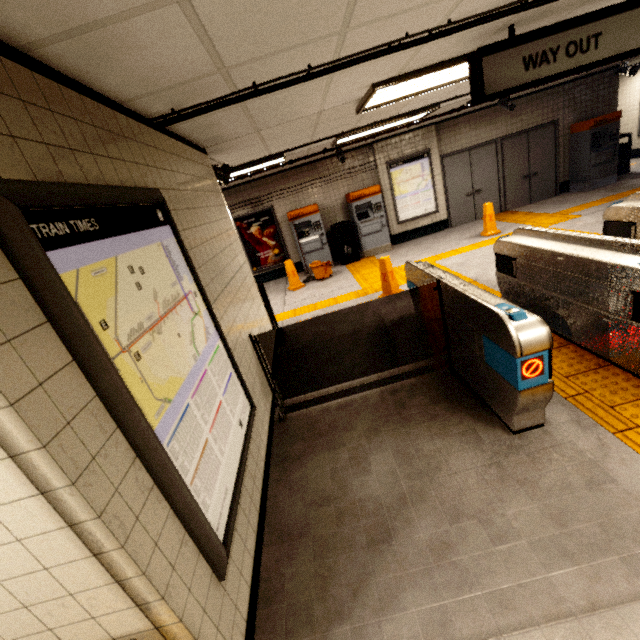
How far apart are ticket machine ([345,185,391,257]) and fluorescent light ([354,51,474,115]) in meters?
4.8 m

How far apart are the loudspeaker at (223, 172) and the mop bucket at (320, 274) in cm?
416

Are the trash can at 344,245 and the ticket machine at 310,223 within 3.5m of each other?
yes

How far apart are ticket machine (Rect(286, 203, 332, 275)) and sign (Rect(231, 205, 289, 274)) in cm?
33

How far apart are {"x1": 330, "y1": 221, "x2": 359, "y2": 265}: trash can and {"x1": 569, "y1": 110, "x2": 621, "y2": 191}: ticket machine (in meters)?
6.91

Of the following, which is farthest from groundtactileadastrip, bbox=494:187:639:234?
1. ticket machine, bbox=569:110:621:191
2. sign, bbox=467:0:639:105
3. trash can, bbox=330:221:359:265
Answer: sign, bbox=467:0:639:105

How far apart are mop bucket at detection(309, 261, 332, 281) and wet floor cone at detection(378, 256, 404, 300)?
2.53m

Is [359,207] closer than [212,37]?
No
